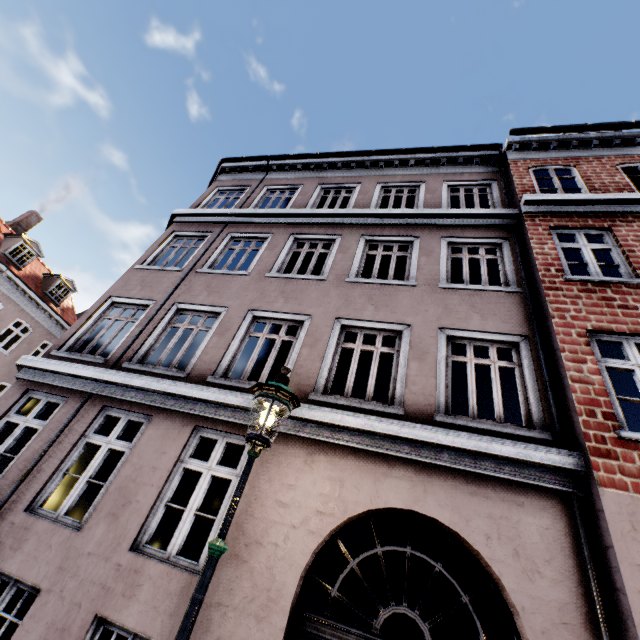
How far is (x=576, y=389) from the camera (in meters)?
4.51

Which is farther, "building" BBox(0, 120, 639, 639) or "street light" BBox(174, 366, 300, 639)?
"building" BBox(0, 120, 639, 639)

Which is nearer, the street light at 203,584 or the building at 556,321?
the street light at 203,584
